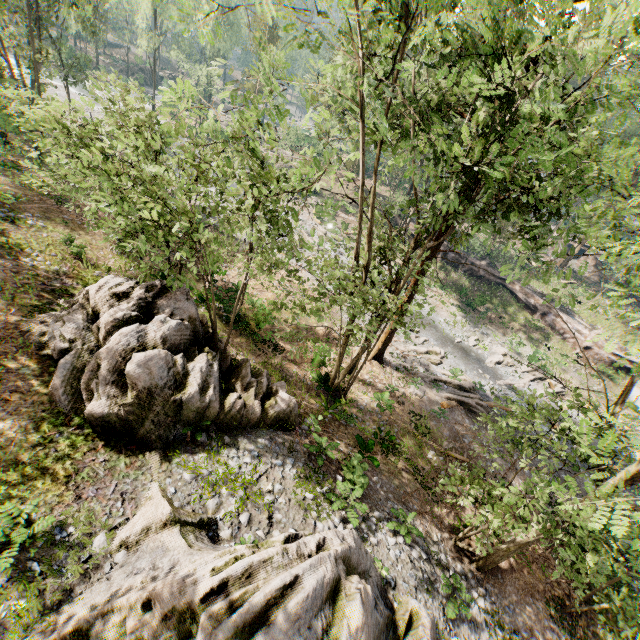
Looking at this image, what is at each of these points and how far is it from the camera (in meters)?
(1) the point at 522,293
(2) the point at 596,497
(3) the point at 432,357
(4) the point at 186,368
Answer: (1) ground embankment, 35.22
(2) foliage, 9.11
(3) foliage, 23.86
(4) rock, 10.83

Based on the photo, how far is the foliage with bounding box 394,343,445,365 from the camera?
23.8 meters

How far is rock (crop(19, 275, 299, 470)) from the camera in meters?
9.4 m

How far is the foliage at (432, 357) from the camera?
23.77m

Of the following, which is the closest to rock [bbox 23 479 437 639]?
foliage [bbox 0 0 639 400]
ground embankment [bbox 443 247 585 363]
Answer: foliage [bbox 0 0 639 400]

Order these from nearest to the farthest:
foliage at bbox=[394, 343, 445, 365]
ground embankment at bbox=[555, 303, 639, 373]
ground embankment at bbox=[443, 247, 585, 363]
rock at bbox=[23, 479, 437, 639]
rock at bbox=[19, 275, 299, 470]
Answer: rock at bbox=[23, 479, 437, 639] < rock at bbox=[19, 275, 299, 470] < foliage at bbox=[394, 343, 445, 365] < ground embankment at bbox=[555, 303, 639, 373] < ground embankment at bbox=[443, 247, 585, 363]

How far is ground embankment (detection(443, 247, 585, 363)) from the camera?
32.1 meters
